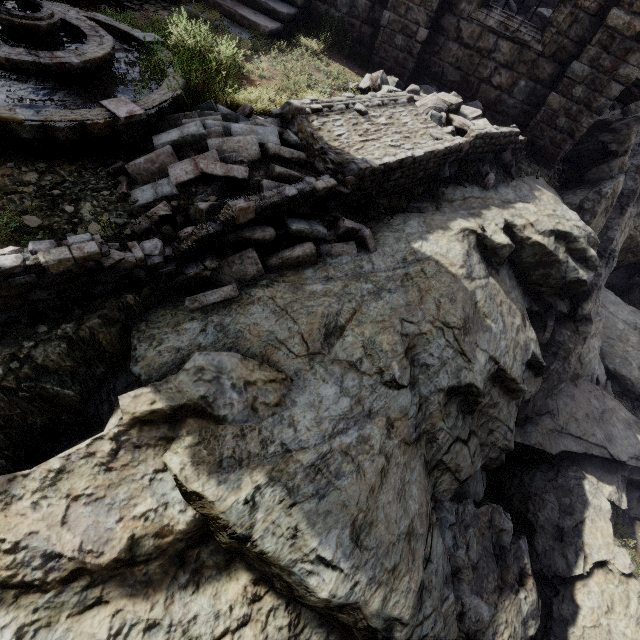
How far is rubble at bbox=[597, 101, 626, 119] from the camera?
13.9m

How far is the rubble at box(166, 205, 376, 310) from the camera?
4.0 meters

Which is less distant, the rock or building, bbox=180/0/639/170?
the rock

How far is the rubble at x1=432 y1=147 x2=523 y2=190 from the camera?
7.1 meters

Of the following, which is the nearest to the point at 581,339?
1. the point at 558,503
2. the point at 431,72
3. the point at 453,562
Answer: the point at 558,503

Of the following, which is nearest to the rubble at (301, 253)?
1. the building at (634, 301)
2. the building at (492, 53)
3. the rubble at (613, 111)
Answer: the building at (492, 53)

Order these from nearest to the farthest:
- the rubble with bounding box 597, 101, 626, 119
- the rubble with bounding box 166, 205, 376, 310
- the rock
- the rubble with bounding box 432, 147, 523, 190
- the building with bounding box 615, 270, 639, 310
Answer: the rock < the rubble with bounding box 166, 205, 376, 310 < the rubble with bounding box 432, 147, 523, 190 < the rubble with bounding box 597, 101, 626, 119 < the building with bounding box 615, 270, 639, 310

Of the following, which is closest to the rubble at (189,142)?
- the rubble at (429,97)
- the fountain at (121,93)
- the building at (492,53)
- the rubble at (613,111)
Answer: the fountain at (121,93)
